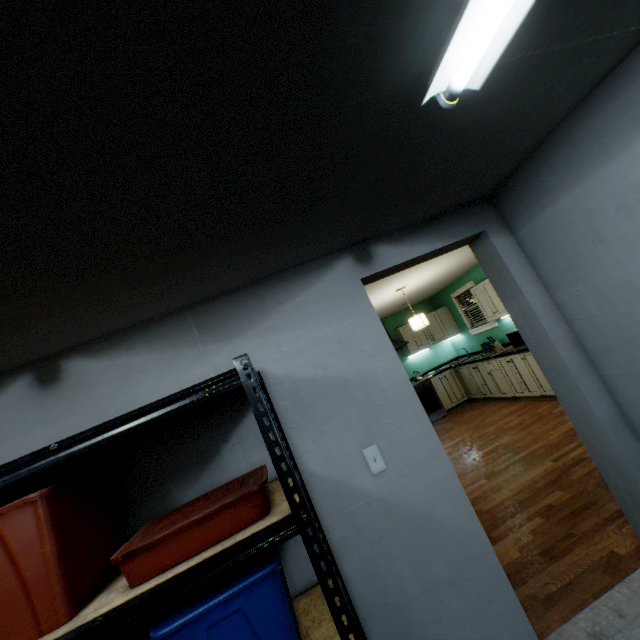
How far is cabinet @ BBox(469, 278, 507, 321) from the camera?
5.5m

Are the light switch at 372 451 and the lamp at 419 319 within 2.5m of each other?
no

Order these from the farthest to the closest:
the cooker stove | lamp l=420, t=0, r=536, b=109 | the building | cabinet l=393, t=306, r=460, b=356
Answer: cabinet l=393, t=306, r=460, b=356 < the cooker stove < the building < lamp l=420, t=0, r=536, b=109

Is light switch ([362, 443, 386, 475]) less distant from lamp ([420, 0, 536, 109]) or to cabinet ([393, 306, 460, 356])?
lamp ([420, 0, 536, 109])

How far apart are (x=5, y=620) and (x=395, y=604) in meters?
1.4 m

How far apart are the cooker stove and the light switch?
5.5m

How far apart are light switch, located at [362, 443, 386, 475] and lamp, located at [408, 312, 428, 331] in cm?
335

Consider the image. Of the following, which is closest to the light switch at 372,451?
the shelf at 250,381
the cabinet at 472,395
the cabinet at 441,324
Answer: the shelf at 250,381
